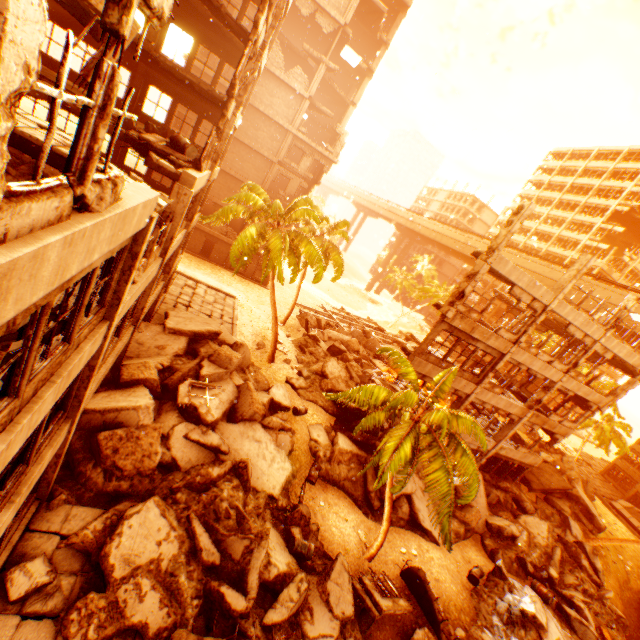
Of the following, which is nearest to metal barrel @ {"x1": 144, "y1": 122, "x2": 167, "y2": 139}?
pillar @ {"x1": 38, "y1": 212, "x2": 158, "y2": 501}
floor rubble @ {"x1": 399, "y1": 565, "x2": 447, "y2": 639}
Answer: pillar @ {"x1": 38, "y1": 212, "x2": 158, "y2": 501}

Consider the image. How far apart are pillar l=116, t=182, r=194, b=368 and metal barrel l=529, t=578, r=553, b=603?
22.2 meters

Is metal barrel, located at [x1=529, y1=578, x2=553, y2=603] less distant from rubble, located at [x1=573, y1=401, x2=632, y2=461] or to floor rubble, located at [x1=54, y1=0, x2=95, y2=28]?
rubble, located at [x1=573, y1=401, x2=632, y2=461]

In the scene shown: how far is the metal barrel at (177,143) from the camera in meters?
11.0 m

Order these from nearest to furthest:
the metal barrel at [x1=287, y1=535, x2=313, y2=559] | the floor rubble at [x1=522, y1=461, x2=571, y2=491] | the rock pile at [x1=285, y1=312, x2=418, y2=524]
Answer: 1. the metal barrel at [x1=287, y1=535, x2=313, y2=559]
2. the rock pile at [x1=285, y1=312, x2=418, y2=524]
3. the floor rubble at [x1=522, y1=461, x2=571, y2=491]

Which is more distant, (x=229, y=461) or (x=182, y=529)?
(x=229, y=461)

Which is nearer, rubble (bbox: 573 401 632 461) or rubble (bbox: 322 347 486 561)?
rubble (bbox: 322 347 486 561)

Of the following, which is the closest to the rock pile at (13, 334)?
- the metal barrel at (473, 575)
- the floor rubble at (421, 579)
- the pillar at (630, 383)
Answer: the floor rubble at (421, 579)
